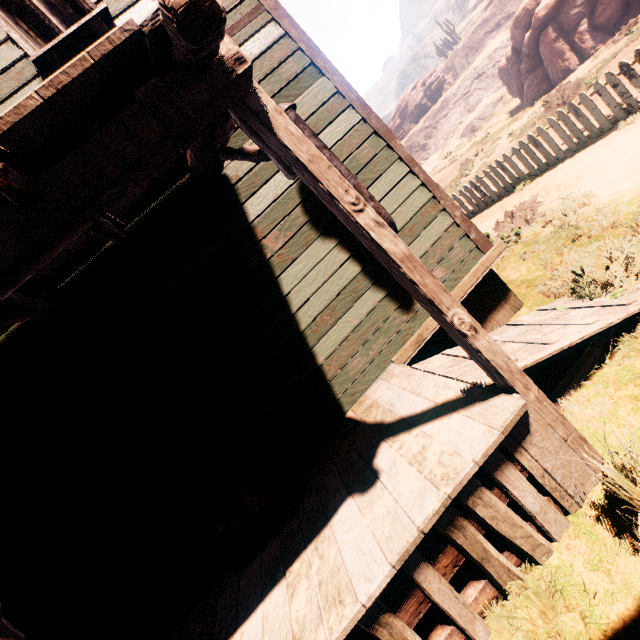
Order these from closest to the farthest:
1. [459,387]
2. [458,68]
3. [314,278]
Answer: [459,387] < [314,278] < [458,68]

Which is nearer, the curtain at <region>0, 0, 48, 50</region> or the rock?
the curtain at <region>0, 0, 48, 50</region>

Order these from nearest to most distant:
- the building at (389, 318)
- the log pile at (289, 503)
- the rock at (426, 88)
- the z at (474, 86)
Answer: the building at (389, 318)
the log pile at (289, 503)
the z at (474, 86)
the rock at (426, 88)

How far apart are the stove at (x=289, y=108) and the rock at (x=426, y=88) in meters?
50.6

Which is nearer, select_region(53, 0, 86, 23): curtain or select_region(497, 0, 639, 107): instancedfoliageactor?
select_region(53, 0, 86, 23): curtain

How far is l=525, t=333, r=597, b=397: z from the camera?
3.0m

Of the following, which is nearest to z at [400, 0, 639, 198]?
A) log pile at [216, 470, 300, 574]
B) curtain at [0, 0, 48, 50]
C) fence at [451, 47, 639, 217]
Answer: fence at [451, 47, 639, 217]

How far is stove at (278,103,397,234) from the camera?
3.33m
